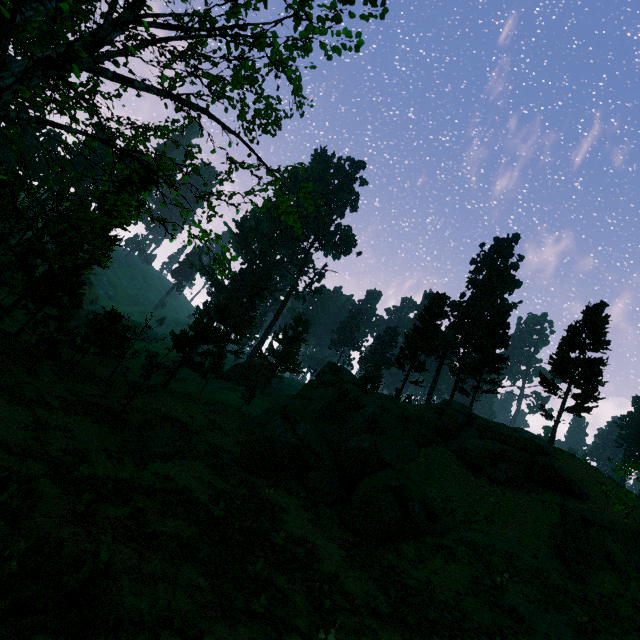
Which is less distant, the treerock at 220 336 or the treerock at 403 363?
the treerock at 220 336

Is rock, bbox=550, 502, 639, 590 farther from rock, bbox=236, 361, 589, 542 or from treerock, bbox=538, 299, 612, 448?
treerock, bbox=538, 299, 612, 448

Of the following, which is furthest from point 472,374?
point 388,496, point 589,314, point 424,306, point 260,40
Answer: point 260,40

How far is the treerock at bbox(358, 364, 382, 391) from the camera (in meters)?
52.07

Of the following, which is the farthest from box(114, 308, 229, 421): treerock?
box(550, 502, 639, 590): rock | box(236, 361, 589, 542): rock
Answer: box(550, 502, 639, 590): rock

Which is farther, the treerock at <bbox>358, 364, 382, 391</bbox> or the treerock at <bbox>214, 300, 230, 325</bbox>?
the treerock at <bbox>358, 364, 382, 391</bbox>
